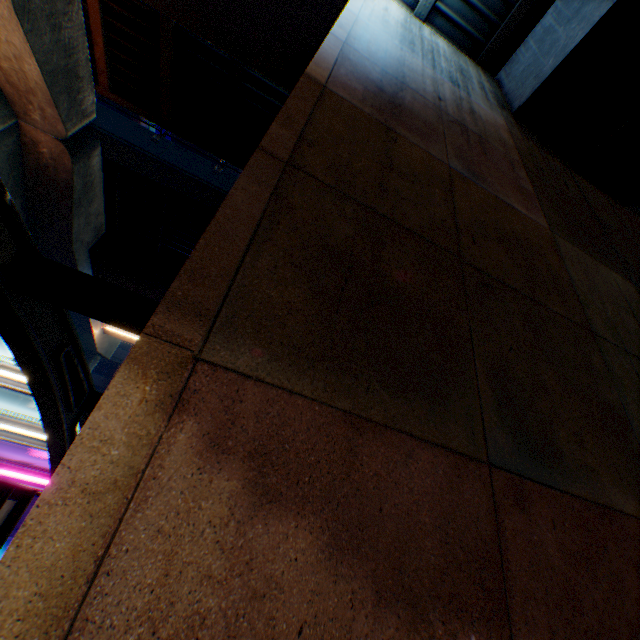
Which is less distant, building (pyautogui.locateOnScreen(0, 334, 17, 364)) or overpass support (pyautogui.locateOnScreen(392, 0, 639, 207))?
overpass support (pyautogui.locateOnScreen(392, 0, 639, 207))

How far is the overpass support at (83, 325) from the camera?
16.3 meters

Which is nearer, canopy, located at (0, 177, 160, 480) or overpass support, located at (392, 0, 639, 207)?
canopy, located at (0, 177, 160, 480)

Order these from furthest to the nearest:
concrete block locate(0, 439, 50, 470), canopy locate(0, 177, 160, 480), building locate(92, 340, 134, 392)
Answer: building locate(92, 340, 134, 392) → concrete block locate(0, 439, 50, 470) → canopy locate(0, 177, 160, 480)

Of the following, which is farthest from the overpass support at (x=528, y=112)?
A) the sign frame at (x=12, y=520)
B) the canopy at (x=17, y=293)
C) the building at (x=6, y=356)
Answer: the building at (x=6, y=356)

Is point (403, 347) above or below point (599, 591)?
above

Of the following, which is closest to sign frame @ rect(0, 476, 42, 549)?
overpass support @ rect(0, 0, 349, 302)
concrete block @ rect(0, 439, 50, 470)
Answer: overpass support @ rect(0, 0, 349, 302)

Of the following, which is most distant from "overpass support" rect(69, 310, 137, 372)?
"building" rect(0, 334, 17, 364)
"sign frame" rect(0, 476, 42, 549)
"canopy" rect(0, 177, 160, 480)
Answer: "building" rect(0, 334, 17, 364)
